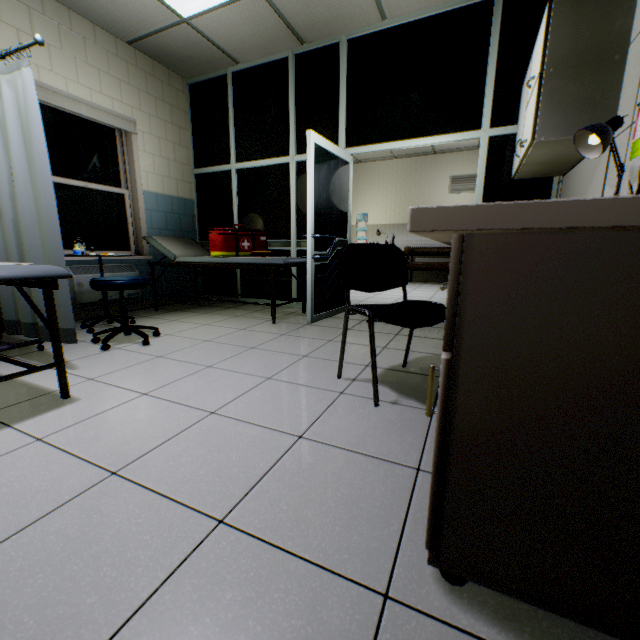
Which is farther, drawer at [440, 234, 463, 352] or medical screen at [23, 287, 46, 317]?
medical screen at [23, 287, 46, 317]

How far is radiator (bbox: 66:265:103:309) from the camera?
3.59m

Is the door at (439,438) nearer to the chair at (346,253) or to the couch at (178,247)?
the chair at (346,253)

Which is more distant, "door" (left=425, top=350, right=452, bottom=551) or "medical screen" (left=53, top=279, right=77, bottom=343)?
"medical screen" (left=53, top=279, right=77, bottom=343)

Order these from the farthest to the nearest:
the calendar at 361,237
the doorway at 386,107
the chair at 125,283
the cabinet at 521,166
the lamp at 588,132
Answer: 1. the calendar at 361,237
2. the doorway at 386,107
3. the chair at 125,283
4. the cabinet at 521,166
5. the lamp at 588,132

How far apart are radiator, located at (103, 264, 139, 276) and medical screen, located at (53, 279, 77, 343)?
0.75m

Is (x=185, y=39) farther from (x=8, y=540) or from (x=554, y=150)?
(x=8, y=540)
